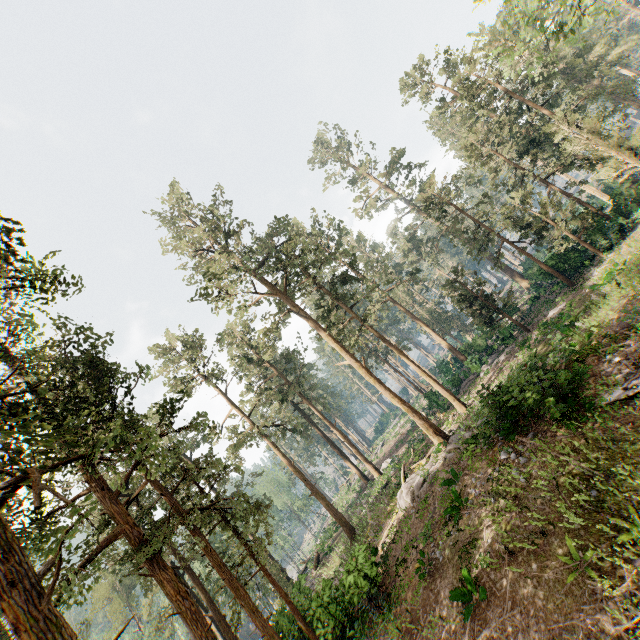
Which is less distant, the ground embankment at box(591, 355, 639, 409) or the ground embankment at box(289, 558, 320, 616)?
the ground embankment at box(591, 355, 639, 409)

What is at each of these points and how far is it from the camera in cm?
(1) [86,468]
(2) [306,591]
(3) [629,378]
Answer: (1) foliage, 858
(2) ground embankment, 2417
(3) ground embankment, 1112

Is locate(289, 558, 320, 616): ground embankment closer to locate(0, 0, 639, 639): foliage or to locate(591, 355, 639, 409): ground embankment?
locate(0, 0, 639, 639): foliage

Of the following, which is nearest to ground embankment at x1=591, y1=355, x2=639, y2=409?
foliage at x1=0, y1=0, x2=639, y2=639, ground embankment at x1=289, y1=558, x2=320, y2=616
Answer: foliage at x1=0, y1=0, x2=639, y2=639

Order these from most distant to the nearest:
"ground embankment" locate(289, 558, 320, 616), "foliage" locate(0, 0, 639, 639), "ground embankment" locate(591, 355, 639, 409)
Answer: "ground embankment" locate(289, 558, 320, 616), "foliage" locate(0, 0, 639, 639), "ground embankment" locate(591, 355, 639, 409)

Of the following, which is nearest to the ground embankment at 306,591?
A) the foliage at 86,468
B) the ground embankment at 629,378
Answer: the foliage at 86,468

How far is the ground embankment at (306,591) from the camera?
23.0m
